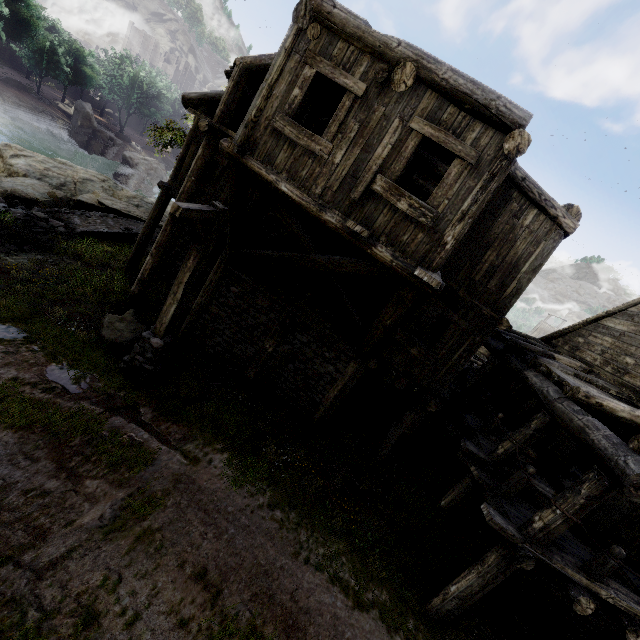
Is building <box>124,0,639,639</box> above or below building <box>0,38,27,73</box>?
above

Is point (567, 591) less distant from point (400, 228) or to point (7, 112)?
point (400, 228)

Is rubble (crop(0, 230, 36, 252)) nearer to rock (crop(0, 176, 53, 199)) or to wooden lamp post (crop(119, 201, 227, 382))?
rock (crop(0, 176, 53, 199))

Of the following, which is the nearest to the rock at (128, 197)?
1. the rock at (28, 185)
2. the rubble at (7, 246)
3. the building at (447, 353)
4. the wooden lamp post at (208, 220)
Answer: the building at (447, 353)

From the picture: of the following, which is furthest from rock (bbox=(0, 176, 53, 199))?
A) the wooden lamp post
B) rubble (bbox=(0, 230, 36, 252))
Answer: the wooden lamp post

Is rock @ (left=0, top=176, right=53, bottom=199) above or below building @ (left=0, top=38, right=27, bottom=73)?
above

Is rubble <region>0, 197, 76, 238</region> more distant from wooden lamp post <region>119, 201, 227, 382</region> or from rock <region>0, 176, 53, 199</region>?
wooden lamp post <region>119, 201, 227, 382</region>

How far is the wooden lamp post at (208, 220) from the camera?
6.13m
